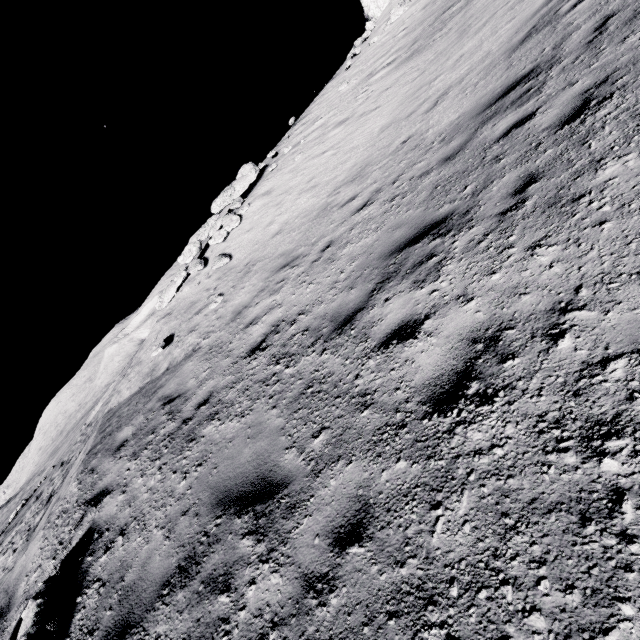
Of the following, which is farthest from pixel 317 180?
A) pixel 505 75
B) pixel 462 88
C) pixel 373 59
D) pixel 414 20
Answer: pixel 414 20
